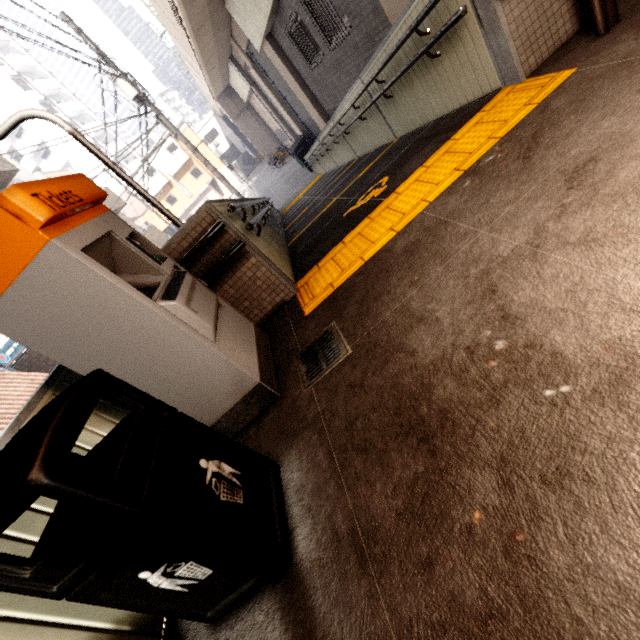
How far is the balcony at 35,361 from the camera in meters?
13.1

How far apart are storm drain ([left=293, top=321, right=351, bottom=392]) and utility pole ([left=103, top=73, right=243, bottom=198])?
13.0m

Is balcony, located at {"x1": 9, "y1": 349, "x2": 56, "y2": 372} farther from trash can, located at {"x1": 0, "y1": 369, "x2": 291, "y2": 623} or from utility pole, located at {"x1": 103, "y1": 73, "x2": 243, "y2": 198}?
trash can, located at {"x1": 0, "y1": 369, "x2": 291, "y2": 623}

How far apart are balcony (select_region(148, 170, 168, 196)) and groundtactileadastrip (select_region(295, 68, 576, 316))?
40.2 meters

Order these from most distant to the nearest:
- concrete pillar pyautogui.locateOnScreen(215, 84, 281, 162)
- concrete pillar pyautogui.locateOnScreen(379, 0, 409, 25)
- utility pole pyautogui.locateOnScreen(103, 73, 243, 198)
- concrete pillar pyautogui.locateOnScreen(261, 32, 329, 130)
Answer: concrete pillar pyautogui.locateOnScreen(215, 84, 281, 162), concrete pillar pyautogui.locateOnScreen(261, 32, 329, 130), utility pole pyautogui.locateOnScreen(103, 73, 243, 198), concrete pillar pyautogui.locateOnScreen(379, 0, 409, 25)

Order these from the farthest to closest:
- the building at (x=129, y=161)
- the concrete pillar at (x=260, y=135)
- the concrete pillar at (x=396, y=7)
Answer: the building at (x=129, y=161) < the concrete pillar at (x=260, y=135) < the concrete pillar at (x=396, y=7)

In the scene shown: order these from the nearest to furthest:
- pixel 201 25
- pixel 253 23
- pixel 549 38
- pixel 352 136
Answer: pixel 549 38
pixel 352 136
pixel 253 23
pixel 201 25

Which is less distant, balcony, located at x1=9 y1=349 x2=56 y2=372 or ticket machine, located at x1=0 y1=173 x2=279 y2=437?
ticket machine, located at x1=0 y1=173 x2=279 y2=437
